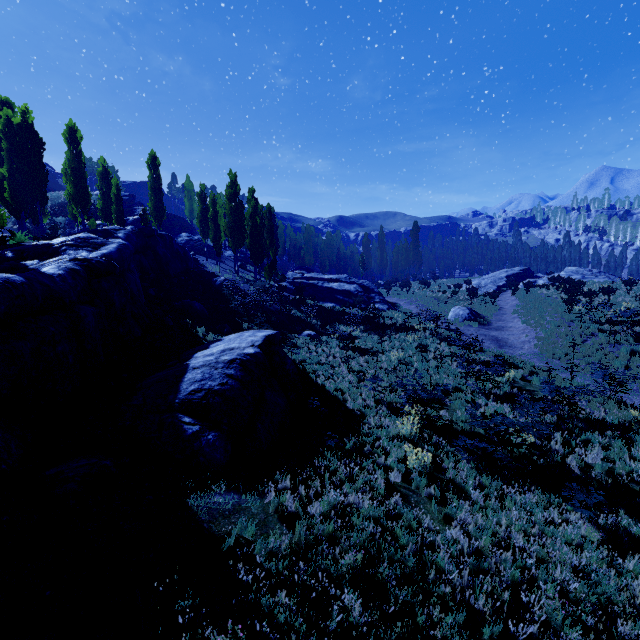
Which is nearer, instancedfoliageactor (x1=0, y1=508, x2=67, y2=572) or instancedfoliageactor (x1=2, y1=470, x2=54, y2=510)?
instancedfoliageactor (x1=0, y1=508, x2=67, y2=572)

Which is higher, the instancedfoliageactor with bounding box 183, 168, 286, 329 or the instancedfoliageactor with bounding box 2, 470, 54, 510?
the instancedfoliageactor with bounding box 183, 168, 286, 329

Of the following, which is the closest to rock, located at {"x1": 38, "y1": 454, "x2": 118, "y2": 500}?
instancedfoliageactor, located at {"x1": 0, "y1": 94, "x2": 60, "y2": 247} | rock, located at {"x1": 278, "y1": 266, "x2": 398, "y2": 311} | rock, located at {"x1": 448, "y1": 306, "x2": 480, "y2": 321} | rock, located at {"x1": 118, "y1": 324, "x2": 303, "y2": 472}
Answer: instancedfoliageactor, located at {"x1": 0, "y1": 94, "x2": 60, "y2": 247}

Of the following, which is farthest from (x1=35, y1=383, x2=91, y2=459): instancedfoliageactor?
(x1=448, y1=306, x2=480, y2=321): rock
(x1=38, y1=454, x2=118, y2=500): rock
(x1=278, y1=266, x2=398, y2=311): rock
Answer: (x1=448, y1=306, x2=480, y2=321): rock

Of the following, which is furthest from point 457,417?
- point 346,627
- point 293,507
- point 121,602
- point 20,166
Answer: point 20,166

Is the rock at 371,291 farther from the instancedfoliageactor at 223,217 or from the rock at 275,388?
the rock at 275,388

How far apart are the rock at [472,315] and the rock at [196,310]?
20.7m

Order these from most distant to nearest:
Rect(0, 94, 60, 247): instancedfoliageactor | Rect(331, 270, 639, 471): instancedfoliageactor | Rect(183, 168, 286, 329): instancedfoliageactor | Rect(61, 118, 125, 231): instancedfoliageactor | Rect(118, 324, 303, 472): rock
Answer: Rect(61, 118, 125, 231): instancedfoliageactor
Rect(183, 168, 286, 329): instancedfoliageactor
Rect(0, 94, 60, 247): instancedfoliageactor
Rect(331, 270, 639, 471): instancedfoliageactor
Rect(118, 324, 303, 472): rock
